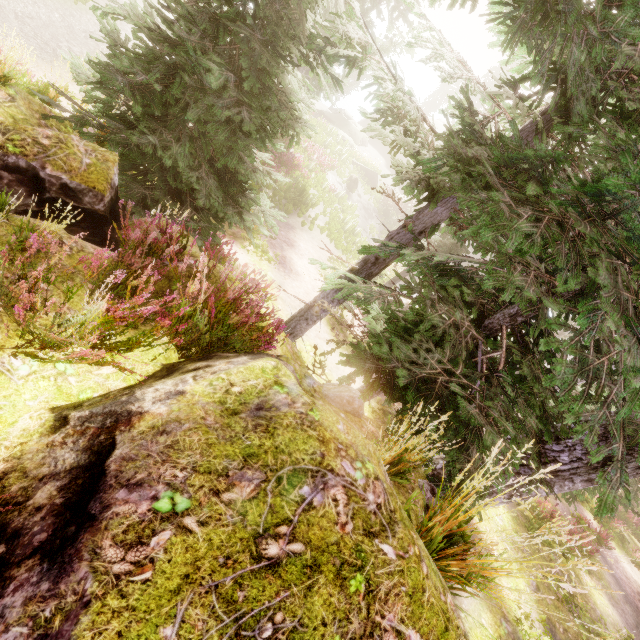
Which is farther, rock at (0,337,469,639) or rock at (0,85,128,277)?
rock at (0,85,128,277)

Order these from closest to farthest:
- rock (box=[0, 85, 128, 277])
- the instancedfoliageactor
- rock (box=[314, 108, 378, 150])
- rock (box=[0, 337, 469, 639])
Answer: rock (box=[0, 337, 469, 639])
the instancedfoliageactor
rock (box=[0, 85, 128, 277])
rock (box=[314, 108, 378, 150])

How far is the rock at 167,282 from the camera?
3.8m

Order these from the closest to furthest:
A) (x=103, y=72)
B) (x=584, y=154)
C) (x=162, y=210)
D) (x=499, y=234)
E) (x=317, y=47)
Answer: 1. (x=499, y=234)
2. (x=584, y=154)
3. (x=103, y=72)
4. (x=317, y=47)
5. (x=162, y=210)

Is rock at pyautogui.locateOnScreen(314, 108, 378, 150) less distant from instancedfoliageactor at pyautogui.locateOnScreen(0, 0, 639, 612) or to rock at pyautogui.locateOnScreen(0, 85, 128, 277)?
instancedfoliageactor at pyautogui.locateOnScreen(0, 0, 639, 612)

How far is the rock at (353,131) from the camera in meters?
31.8
